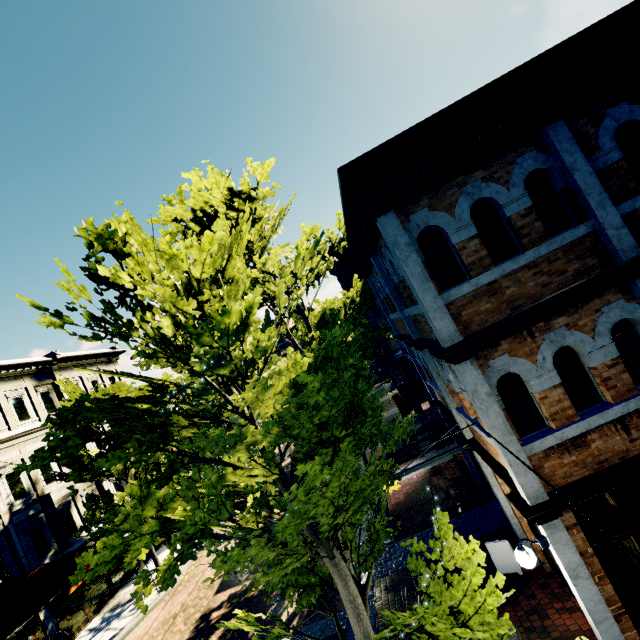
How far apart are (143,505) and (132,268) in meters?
2.7

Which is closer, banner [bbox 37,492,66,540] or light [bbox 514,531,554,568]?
light [bbox 514,531,554,568]

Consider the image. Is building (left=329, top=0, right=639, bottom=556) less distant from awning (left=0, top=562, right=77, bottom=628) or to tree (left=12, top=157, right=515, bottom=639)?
awning (left=0, top=562, right=77, bottom=628)

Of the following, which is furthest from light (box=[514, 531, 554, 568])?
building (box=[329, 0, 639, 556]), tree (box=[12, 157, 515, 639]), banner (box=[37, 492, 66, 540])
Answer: banner (box=[37, 492, 66, 540])

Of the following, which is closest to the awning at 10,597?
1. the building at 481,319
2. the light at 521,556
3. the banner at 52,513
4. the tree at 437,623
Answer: the building at 481,319

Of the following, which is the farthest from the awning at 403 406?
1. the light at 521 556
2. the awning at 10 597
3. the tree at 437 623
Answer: the awning at 10 597

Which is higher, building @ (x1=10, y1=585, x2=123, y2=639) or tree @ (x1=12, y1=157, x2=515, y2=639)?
tree @ (x1=12, y1=157, x2=515, y2=639)

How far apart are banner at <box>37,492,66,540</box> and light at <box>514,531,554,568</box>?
20.20m
